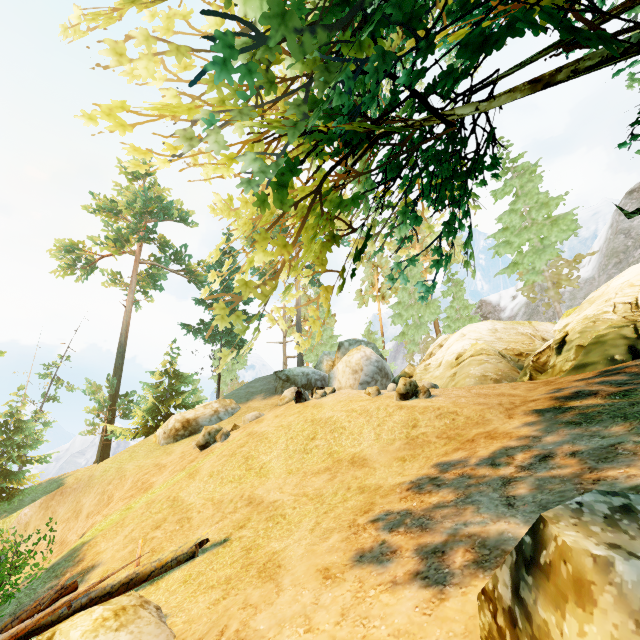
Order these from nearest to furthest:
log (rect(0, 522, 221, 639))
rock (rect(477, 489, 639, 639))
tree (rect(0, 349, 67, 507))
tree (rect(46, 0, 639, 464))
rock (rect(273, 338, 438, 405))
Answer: rock (rect(477, 489, 639, 639)), tree (rect(46, 0, 639, 464)), log (rect(0, 522, 221, 639)), rock (rect(273, 338, 438, 405)), tree (rect(0, 349, 67, 507))

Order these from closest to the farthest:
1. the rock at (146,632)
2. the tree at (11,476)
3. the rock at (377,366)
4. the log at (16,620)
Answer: the rock at (146,632) < the log at (16,620) < the rock at (377,366) < the tree at (11,476)

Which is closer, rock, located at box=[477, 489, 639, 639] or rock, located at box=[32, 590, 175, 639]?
rock, located at box=[477, 489, 639, 639]

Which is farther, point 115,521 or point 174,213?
point 174,213

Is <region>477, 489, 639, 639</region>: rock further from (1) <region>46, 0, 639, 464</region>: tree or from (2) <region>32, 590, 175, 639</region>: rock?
(2) <region>32, 590, 175, 639</region>: rock

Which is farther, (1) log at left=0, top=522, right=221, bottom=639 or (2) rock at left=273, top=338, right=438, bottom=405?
(2) rock at left=273, top=338, right=438, bottom=405

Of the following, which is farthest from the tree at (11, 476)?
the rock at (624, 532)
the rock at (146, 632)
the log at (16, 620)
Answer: the rock at (624, 532)

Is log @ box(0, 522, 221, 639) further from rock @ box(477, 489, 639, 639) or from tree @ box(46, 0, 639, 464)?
rock @ box(477, 489, 639, 639)
